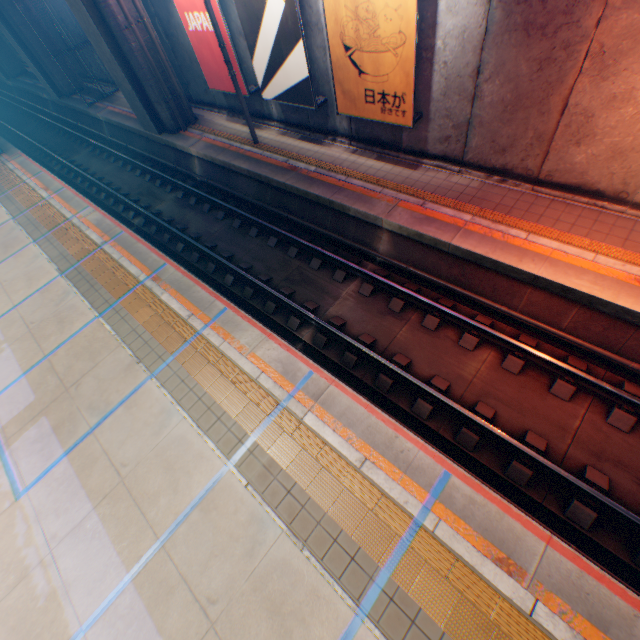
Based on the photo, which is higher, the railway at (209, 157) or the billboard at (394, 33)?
the billboard at (394, 33)

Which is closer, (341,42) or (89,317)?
(341,42)

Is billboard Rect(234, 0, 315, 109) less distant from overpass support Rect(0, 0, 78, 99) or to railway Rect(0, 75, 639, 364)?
railway Rect(0, 75, 639, 364)

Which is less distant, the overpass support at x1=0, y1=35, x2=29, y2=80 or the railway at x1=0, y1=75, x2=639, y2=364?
the railway at x1=0, y1=75, x2=639, y2=364

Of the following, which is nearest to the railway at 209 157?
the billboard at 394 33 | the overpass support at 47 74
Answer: the overpass support at 47 74

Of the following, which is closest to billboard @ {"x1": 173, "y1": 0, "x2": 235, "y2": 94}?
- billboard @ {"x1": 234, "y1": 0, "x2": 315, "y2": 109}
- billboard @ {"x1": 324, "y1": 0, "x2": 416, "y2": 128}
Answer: billboard @ {"x1": 234, "y1": 0, "x2": 315, "y2": 109}

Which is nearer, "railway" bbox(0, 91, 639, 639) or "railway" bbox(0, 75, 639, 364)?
"railway" bbox(0, 91, 639, 639)
